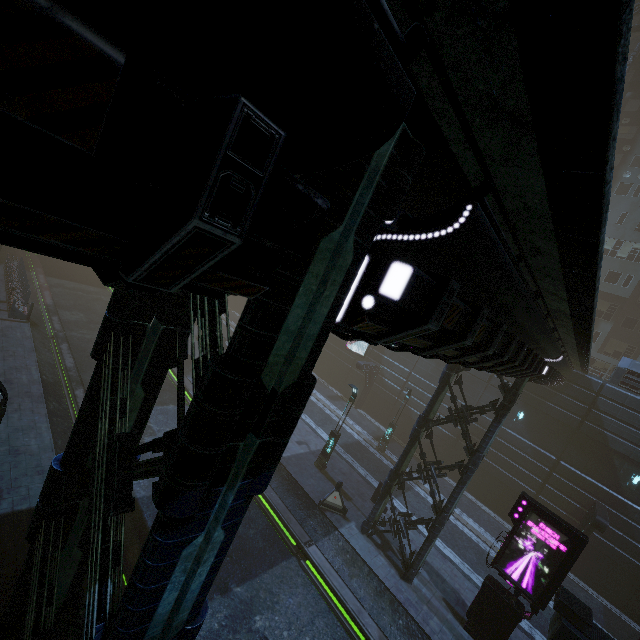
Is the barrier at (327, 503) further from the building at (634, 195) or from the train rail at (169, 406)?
the building at (634, 195)

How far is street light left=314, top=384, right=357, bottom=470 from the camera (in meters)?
18.71

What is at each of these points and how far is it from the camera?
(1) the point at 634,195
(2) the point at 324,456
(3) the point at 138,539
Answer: (1) building, 32.88m
(2) street light, 19.17m
(3) train rail, 11.22m

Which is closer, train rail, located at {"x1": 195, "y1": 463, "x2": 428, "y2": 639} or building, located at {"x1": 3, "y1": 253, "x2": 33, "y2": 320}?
train rail, located at {"x1": 195, "y1": 463, "x2": 428, "y2": 639}

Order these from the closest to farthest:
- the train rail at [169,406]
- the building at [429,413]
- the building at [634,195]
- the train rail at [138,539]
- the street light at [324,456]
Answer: the building at [429,413] < the train rail at [138,539] < the train rail at [169,406] < the street light at [324,456] < the building at [634,195]

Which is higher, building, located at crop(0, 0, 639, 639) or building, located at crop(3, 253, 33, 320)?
building, located at crop(0, 0, 639, 639)

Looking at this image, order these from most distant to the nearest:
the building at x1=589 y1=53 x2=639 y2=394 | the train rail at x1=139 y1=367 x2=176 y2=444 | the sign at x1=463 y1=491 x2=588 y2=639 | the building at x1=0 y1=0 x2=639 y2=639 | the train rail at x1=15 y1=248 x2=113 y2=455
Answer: the building at x1=589 y1=53 x2=639 y2=394 → the train rail at x1=139 y1=367 x2=176 y2=444 → the train rail at x1=15 y1=248 x2=113 y2=455 → the sign at x1=463 y1=491 x2=588 y2=639 → the building at x1=0 y1=0 x2=639 y2=639

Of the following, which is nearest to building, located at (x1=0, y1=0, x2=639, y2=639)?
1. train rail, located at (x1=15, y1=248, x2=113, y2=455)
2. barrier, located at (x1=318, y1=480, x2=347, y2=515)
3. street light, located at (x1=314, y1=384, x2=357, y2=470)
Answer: A: train rail, located at (x1=15, y1=248, x2=113, y2=455)
